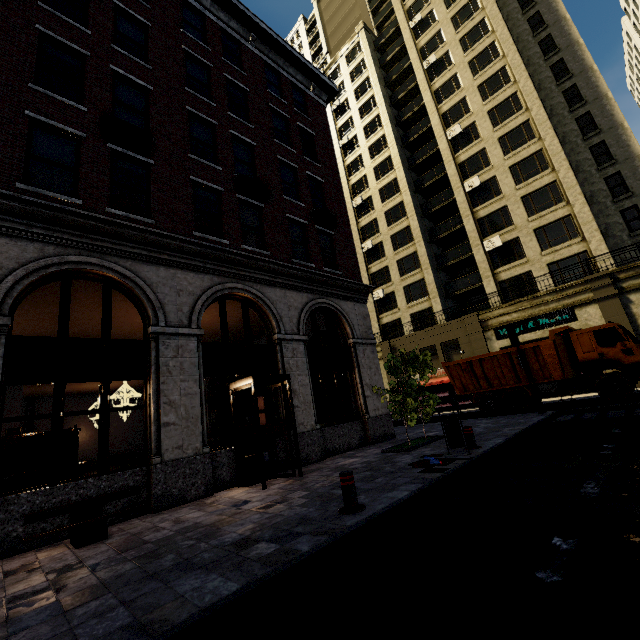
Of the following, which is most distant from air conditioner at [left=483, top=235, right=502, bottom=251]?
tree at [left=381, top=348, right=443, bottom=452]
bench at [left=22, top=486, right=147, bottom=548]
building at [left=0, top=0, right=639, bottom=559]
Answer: bench at [left=22, top=486, right=147, bottom=548]

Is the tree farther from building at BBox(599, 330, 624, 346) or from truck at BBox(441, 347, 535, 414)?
truck at BBox(441, 347, 535, 414)

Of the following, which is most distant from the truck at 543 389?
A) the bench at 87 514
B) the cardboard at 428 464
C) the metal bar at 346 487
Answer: the bench at 87 514

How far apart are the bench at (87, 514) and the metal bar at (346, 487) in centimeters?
397cm

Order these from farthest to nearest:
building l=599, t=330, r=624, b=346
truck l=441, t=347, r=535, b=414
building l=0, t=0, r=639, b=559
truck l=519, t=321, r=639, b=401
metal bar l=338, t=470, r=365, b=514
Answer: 1. building l=599, t=330, r=624, b=346
2. truck l=441, t=347, r=535, b=414
3. truck l=519, t=321, r=639, b=401
4. building l=0, t=0, r=639, b=559
5. metal bar l=338, t=470, r=365, b=514

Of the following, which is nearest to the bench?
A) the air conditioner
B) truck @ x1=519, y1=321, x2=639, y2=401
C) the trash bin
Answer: the trash bin

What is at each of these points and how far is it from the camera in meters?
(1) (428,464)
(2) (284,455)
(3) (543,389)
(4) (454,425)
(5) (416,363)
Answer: (1) cardboard, 7.3 m
(2) building, 10.0 m
(3) truck, 15.0 m
(4) trash bin, 8.0 m
(5) tree, 10.8 m

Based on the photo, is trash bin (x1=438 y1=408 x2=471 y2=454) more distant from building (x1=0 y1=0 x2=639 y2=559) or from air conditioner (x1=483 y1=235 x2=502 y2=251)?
air conditioner (x1=483 y1=235 x2=502 y2=251)
